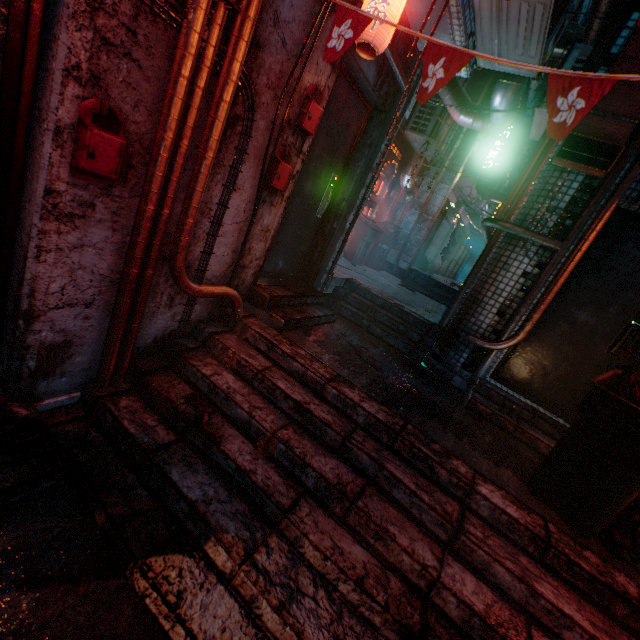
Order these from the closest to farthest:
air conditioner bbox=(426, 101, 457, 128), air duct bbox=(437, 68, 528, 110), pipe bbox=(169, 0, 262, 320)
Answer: pipe bbox=(169, 0, 262, 320)
air duct bbox=(437, 68, 528, 110)
air conditioner bbox=(426, 101, 457, 128)

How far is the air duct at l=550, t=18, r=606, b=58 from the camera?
5.3 meters

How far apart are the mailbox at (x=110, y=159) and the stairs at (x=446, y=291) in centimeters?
698cm

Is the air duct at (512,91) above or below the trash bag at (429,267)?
above

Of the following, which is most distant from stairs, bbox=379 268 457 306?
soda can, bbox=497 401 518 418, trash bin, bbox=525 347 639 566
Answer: trash bin, bbox=525 347 639 566

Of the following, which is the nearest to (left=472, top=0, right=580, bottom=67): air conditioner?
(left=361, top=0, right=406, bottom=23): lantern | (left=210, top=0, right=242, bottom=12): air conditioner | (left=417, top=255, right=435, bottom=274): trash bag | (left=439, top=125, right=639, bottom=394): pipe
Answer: (left=361, top=0, right=406, bottom=23): lantern

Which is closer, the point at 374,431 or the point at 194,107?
the point at 194,107

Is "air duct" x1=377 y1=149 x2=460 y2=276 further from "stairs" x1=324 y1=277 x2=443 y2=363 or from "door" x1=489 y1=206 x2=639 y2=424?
"stairs" x1=324 y1=277 x2=443 y2=363
